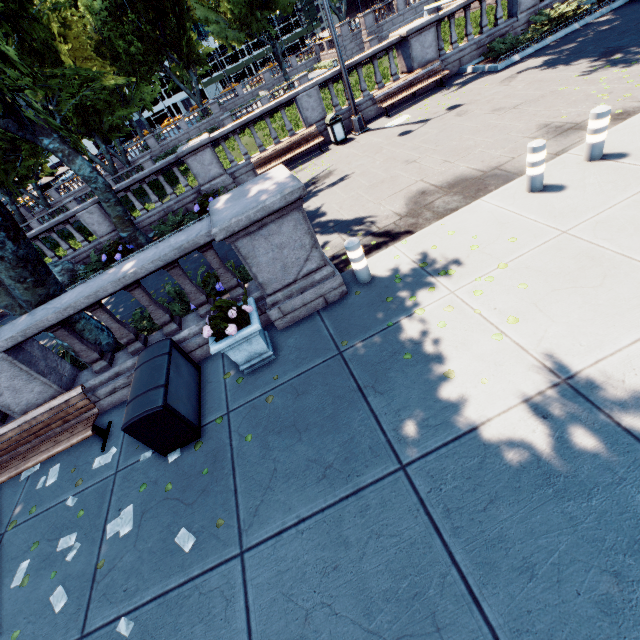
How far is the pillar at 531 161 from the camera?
5.3m

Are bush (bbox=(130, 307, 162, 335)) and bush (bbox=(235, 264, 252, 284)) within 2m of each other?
yes

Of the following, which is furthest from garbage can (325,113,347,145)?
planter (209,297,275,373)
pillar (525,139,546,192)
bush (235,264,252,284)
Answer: planter (209,297,275,373)

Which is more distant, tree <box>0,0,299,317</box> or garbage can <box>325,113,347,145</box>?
garbage can <box>325,113,347,145</box>

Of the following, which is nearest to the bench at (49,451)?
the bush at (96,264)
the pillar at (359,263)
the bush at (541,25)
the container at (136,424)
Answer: the container at (136,424)

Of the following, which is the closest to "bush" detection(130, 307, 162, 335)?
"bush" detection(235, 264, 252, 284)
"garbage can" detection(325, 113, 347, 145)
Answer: "bush" detection(235, 264, 252, 284)

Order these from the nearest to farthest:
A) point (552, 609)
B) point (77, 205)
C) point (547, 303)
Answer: point (552, 609)
point (547, 303)
point (77, 205)

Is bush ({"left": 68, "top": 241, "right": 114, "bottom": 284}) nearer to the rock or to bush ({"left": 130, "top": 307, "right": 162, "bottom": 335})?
the rock
